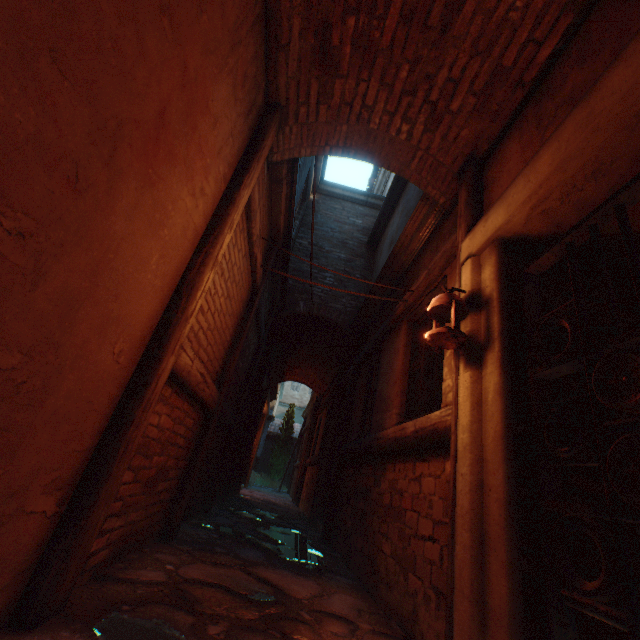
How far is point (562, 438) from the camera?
1.5m

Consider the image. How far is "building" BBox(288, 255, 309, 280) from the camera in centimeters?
759cm

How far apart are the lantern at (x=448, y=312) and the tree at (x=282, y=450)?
19.3m

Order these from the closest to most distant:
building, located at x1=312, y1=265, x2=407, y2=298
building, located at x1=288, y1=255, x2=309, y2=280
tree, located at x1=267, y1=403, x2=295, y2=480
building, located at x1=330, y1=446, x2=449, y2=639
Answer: building, located at x1=330, y1=446, x2=449, y2=639 → building, located at x1=312, y1=265, x2=407, y2=298 → building, located at x1=288, y1=255, x2=309, y2=280 → tree, located at x1=267, y1=403, x2=295, y2=480

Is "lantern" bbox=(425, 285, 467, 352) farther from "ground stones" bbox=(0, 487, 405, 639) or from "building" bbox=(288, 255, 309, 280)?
"ground stones" bbox=(0, 487, 405, 639)

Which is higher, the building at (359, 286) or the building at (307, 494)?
the building at (359, 286)

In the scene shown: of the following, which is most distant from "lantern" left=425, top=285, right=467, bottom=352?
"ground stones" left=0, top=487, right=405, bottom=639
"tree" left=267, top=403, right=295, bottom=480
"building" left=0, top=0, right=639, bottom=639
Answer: "tree" left=267, top=403, right=295, bottom=480
